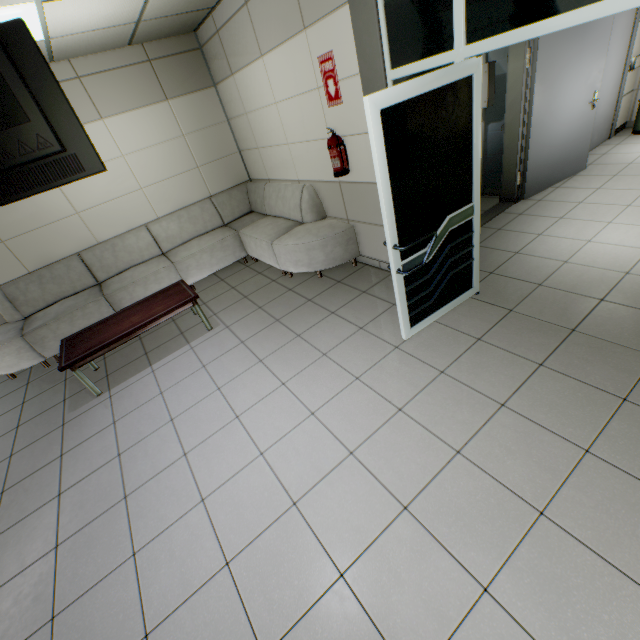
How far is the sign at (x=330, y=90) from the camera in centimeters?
318cm

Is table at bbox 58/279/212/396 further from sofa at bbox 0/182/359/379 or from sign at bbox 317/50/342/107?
sign at bbox 317/50/342/107

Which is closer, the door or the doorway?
the doorway

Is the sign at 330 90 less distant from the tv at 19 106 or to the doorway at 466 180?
the doorway at 466 180

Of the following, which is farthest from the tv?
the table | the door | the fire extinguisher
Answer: the door

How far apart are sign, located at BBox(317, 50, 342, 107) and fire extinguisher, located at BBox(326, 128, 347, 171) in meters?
0.3

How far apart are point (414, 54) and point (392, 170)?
1.1 meters

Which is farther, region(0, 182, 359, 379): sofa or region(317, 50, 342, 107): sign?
region(0, 182, 359, 379): sofa
